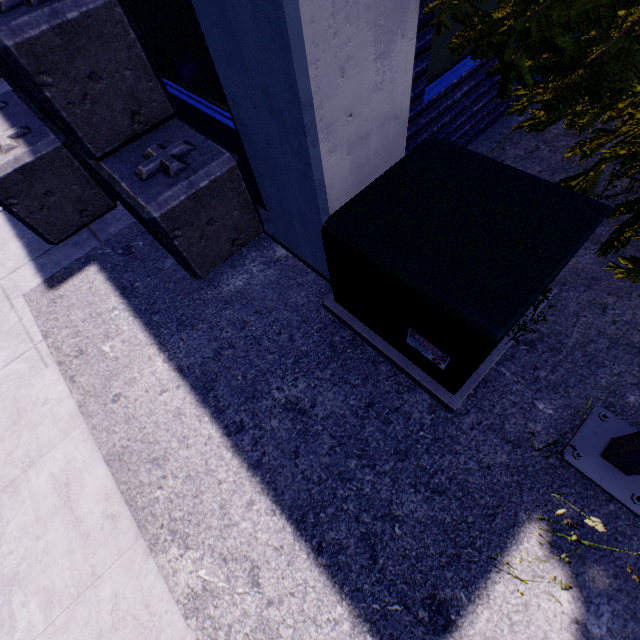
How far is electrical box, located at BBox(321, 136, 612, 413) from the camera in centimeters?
184cm

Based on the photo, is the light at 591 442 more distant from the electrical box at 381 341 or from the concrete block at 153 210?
the concrete block at 153 210

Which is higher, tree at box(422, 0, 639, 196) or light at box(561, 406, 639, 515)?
tree at box(422, 0, 639, 196)

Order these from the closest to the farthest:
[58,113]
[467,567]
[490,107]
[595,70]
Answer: [595,70] < [467,567] < [58,113] < [490,107]

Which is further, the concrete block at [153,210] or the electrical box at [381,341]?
the concrete block at [153,210]

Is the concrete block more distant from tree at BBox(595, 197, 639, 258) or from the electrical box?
tree at BBox(595, 197, 639, 258)

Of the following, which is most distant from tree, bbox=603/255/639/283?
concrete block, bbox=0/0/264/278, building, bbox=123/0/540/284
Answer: concrete block, bbox=0/0/264/278

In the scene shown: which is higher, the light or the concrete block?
the concrete block
